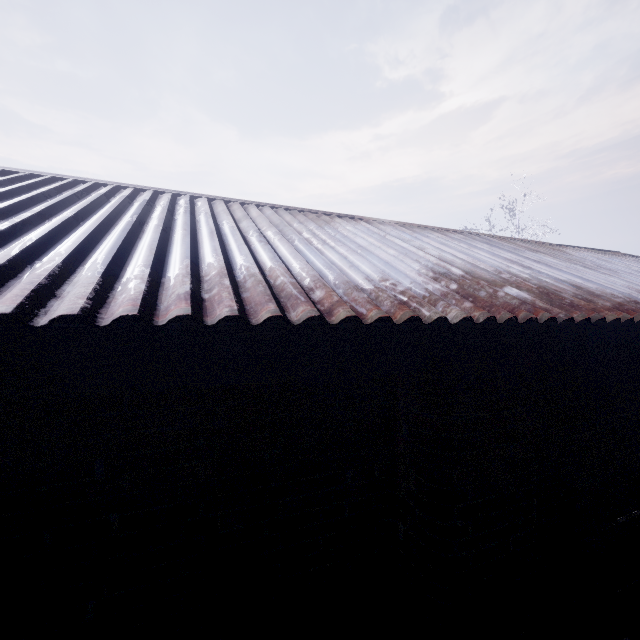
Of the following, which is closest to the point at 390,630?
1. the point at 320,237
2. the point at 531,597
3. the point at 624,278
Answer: the point at 531,597
